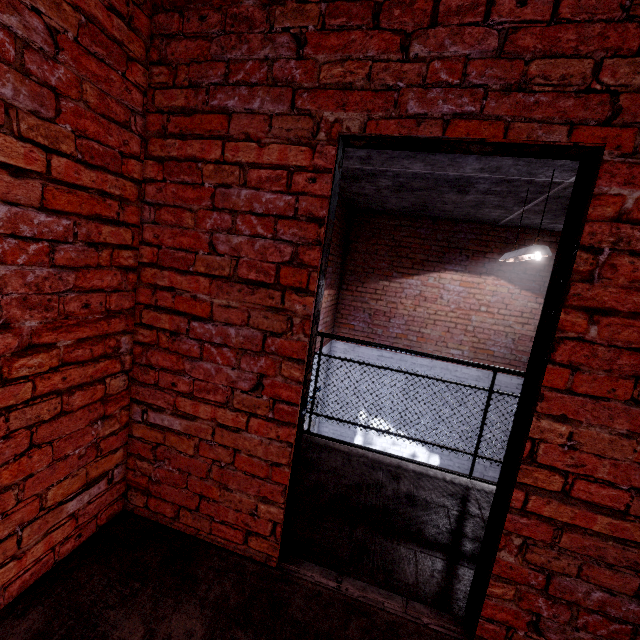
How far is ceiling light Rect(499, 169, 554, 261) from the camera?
3.3m

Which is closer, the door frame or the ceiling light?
the door frame

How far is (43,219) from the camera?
1.25m

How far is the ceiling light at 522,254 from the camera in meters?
3.3 m

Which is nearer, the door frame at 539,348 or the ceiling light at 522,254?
the door frame at 539,348
